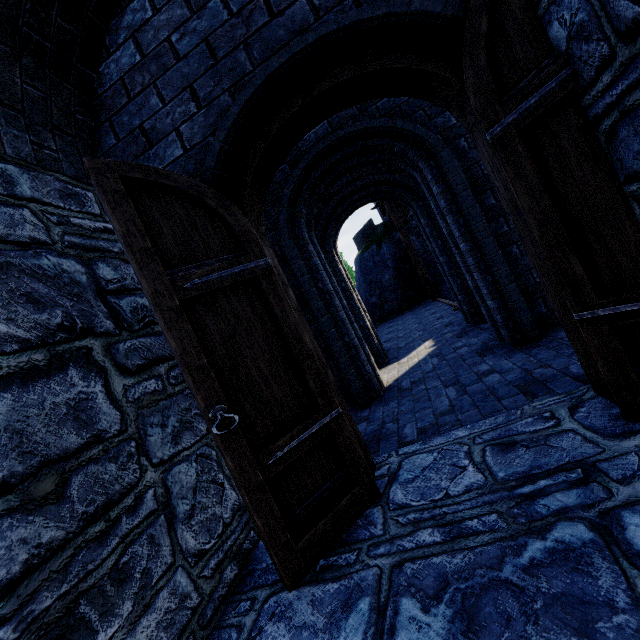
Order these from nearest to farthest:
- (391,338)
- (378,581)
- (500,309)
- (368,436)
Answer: (378,581), (368,436), (500,309), (391,338)

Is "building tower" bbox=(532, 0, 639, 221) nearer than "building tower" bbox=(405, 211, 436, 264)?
Yes

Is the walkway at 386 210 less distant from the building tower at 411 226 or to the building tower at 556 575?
the building tower at 411 226

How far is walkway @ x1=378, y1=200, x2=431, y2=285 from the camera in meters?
13.5

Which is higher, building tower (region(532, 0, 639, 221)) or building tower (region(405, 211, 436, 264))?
building tower (region(405, 211, 436, 264))

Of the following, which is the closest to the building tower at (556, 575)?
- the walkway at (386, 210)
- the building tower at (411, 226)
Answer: the walkway at (386, 210)

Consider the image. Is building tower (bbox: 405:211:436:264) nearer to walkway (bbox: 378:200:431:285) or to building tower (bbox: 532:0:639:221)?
walkway (bbox: 378:200:431:285)

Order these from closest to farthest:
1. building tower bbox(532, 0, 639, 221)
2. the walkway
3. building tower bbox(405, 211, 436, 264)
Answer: building tower bbox(532, 0, 639, 221)
the walkway
building tower bbox(405, 211, 436, 264)
